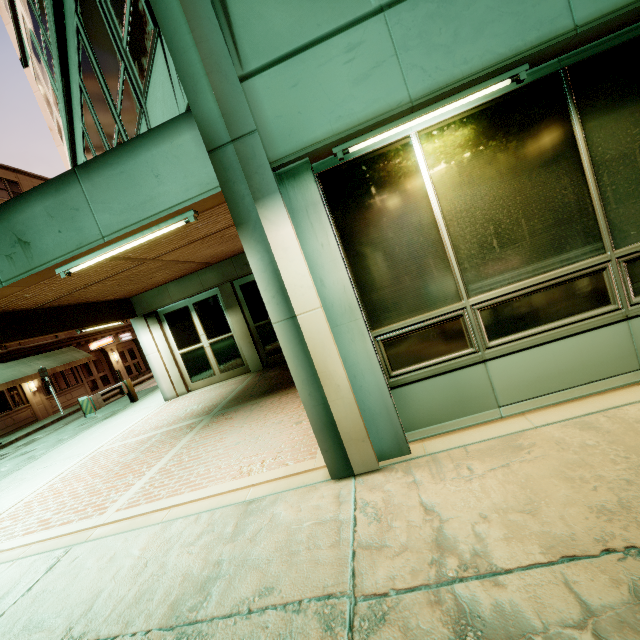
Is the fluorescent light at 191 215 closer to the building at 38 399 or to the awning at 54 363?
the building at 38 399

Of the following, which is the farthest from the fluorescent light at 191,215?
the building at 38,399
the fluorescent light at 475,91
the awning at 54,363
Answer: the awning at 54,363

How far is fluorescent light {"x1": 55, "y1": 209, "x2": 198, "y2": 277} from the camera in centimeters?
318cm

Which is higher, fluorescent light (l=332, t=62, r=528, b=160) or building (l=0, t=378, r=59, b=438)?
fluorescent light (l=332, t=62, r=528, b=160)

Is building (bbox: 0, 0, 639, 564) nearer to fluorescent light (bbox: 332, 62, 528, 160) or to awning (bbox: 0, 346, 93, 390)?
fluorescent light (bbox: 332, 62, 528, 160)

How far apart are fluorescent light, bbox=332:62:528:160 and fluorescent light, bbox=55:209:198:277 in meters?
1.5

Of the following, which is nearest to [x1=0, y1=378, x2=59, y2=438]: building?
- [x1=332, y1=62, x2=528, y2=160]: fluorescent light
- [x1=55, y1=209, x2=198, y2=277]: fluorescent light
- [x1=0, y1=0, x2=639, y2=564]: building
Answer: [x1=0, y1=0, x2=639, y2=564]: building

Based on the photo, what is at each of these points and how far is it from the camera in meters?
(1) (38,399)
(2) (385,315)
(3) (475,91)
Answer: (1) building, 20.4
(2) building, 3.2
(3) fluorescent light, 2.7
